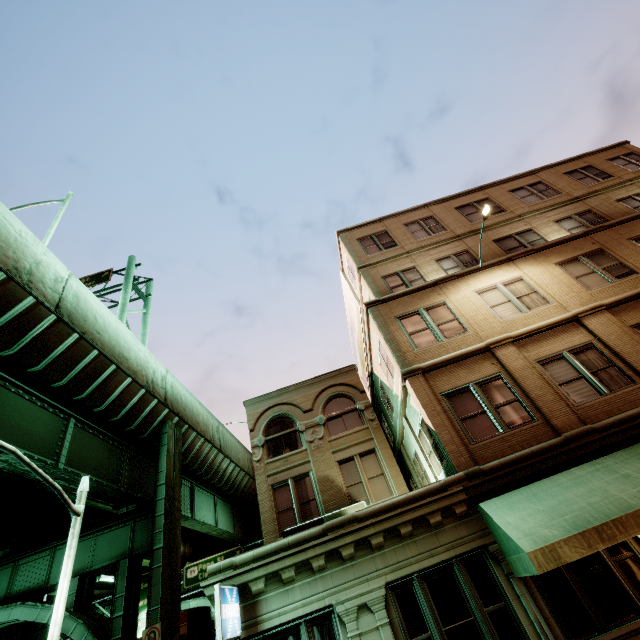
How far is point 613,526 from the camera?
6.45m

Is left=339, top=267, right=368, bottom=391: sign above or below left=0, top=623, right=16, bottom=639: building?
above

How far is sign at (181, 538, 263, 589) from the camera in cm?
2478

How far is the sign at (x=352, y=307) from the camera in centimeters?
1989cm

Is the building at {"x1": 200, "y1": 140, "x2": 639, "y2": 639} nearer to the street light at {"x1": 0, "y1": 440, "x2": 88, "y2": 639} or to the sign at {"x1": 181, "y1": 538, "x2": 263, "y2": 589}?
the street light at {"x1": 0, "y1": 440, "x2": 88, "y2": 639}

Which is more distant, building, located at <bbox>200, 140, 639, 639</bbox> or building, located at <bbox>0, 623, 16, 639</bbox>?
building, located at <bbox>0, 623, 16, 639</bbox>

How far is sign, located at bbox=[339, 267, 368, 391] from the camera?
19.89m

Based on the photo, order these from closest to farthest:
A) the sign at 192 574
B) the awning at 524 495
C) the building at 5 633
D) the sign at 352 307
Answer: the awning at 524 495 → the sign at 352 307 → the building at 5 633 → the sign at 192 574
